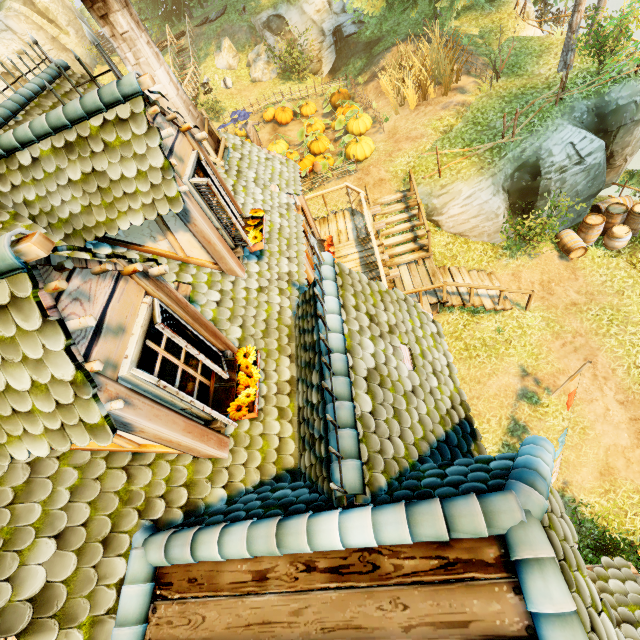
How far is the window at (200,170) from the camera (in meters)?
4.29

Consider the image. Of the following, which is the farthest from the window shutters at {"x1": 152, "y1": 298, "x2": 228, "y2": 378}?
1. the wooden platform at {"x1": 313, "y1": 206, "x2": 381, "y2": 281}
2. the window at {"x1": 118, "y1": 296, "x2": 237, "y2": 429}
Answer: the wooden platform at {"x1": 313, "y1": 206, "x2": 381, "y2": 281}

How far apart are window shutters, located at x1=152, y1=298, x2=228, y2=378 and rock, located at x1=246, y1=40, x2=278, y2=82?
23.76m

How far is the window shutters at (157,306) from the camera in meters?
2.9 m

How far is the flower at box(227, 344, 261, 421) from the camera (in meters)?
3.41

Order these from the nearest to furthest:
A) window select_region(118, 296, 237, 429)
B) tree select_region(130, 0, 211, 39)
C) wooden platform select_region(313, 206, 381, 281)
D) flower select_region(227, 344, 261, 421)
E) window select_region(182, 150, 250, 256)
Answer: window select_region(118, 296, 237, 429) → flower select_region(227, 344, 261, 421) → window select_region(182, 150, 250, 256) → wooden platform select_region(313, 206, 381, 281) → tree select_region(130, 0, 211, 39)

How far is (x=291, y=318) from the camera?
5.2 meters

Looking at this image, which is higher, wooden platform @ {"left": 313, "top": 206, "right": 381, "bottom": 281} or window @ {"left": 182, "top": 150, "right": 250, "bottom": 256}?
window @ {"left": 182, "top": 150, "right": 250, "bottom": 256}
